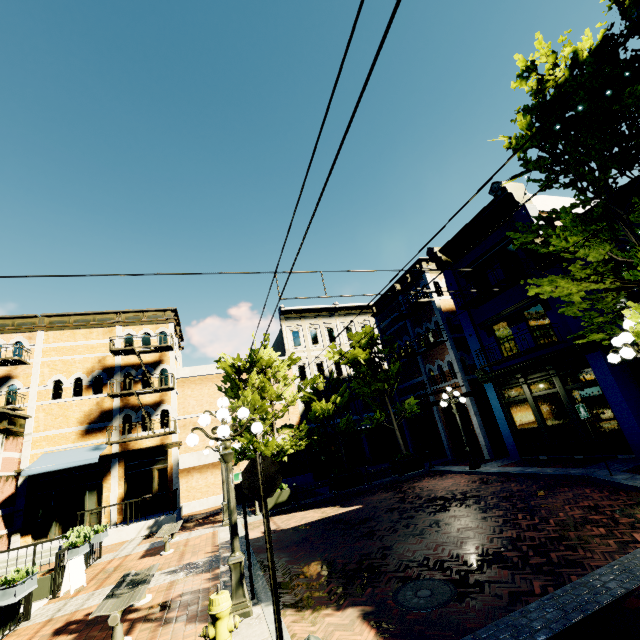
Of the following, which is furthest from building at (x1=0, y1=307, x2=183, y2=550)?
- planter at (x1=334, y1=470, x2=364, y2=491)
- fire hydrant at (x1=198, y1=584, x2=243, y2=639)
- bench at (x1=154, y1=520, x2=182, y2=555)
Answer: fire hydrant at (x1=198, y1=584, x2=243, y2=639)

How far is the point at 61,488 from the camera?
16.6m

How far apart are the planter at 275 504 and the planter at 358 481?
2.3m

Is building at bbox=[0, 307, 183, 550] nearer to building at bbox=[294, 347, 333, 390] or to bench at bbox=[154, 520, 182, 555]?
bench at bbox=[154, 520, 182, 555]

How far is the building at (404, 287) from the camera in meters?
21.6 m

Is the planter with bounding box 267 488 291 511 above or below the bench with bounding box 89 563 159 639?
below

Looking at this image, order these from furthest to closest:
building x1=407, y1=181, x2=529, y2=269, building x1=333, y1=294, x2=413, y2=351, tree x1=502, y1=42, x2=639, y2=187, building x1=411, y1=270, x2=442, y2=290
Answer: building x1=333, y1=294, x2=413, y2=351 < building x1=411, y1=270, x2=442, y2=290 < building x1=407, y1=181, x2=529, y2=269 < tree x1=502, y1=42, x2=639, y2=187

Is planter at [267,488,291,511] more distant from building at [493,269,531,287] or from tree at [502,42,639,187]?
building at [493,269,531,287]
